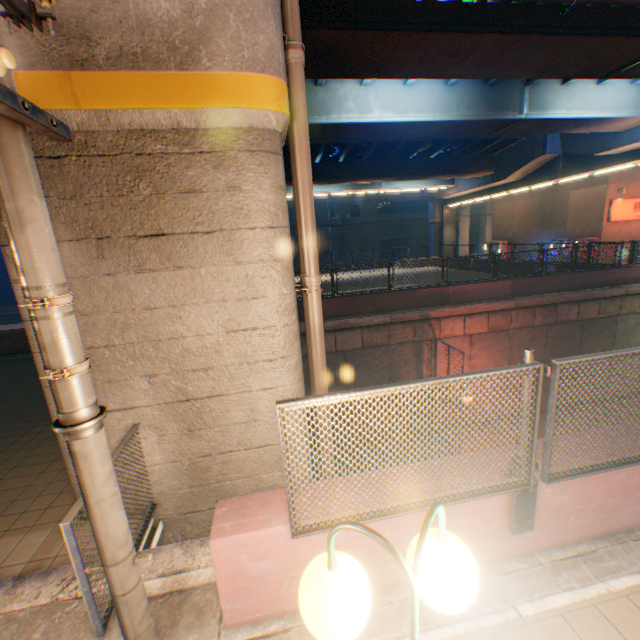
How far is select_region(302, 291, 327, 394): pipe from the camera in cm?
440

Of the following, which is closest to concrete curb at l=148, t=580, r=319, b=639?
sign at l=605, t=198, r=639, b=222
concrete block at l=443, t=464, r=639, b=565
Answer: concrete block at l=443, t=464, r=639, b=565

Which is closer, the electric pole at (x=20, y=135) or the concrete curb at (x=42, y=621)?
the electric pole at (x=20, y=135)

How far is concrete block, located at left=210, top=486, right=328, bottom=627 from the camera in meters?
2.7

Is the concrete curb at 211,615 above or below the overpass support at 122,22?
below

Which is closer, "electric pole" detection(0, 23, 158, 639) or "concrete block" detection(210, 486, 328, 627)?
"electric pole" detection(0, 23, 158, 639)

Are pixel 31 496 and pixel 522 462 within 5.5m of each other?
no

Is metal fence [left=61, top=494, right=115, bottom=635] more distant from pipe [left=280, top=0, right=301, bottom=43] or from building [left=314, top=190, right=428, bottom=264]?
building [left=314, top=190, right=428, bottom=264]
